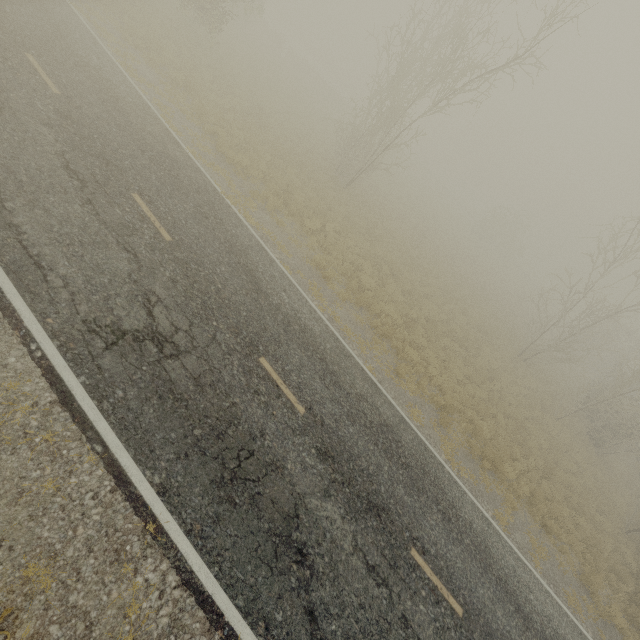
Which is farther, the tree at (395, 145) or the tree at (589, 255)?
the tree at (589, 255)

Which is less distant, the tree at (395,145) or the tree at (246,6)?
the tree at (395,145)

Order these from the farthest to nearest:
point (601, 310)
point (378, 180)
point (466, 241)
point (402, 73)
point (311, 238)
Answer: point (466, 241), point (378, 180), point (601, 310), point (402, 73), point (311, 238)

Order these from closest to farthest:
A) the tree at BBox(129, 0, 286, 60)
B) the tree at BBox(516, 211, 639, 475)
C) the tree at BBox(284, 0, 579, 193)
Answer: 1. the tree at BBox(284, 0, 579, 193)
2. the tree at BBox(129, 0, 286, 60)
3. the tree at BBox(516, 211, 639, 475)

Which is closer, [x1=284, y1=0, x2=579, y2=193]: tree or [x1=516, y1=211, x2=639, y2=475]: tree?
[x1=284, y1=0, x2=579, y2=193]: tree

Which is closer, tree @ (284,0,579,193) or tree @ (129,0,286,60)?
tree @ (284,0,579,193)
